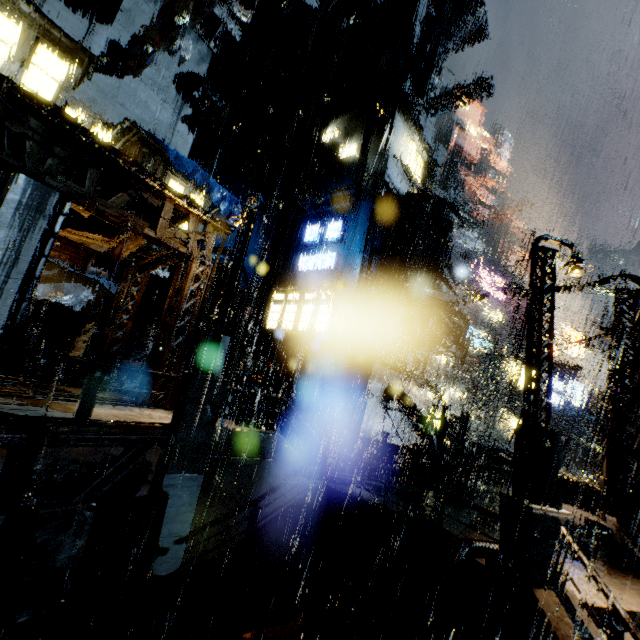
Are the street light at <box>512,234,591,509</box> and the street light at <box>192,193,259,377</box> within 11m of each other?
yes

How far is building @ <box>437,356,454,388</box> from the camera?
40.22m

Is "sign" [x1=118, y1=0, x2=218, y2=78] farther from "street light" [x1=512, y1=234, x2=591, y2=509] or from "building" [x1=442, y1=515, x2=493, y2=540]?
"street light" [x1=512, y1=234, x2=591, y2=509]

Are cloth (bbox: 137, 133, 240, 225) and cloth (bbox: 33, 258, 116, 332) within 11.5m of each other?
yes

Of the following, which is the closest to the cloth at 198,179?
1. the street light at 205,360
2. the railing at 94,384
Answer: the street light at 205,360

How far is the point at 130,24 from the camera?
18.1 meters

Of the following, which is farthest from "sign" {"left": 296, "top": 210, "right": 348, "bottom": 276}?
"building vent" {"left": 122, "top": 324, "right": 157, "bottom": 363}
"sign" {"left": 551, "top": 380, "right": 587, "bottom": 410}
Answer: "sign" {"left": 551, "top": 380, "right": 587, "bottom": 410}

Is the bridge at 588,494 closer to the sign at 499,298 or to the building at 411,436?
the building at 411,436
